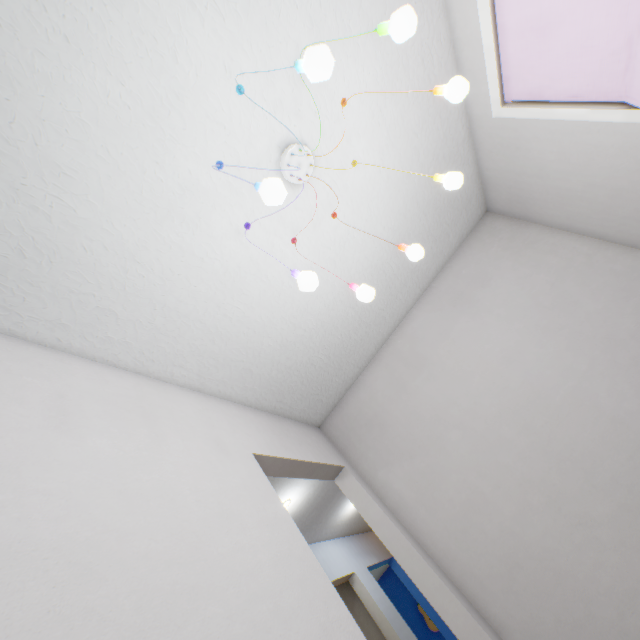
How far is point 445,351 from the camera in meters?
2.2

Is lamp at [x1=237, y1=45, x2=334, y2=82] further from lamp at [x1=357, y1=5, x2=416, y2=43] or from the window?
the window

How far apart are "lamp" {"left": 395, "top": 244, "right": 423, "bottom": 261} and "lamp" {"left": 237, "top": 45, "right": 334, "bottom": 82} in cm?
74

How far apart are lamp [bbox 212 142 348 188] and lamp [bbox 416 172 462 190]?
0.6m

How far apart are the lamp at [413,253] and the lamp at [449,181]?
0.2 meters

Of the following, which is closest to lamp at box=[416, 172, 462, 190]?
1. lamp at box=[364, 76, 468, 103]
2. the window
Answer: lamp at box=[364, 76, 468, 103]

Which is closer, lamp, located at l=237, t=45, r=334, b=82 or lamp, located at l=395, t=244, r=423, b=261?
lamp, located at l=237, t=45, r=334, b=82

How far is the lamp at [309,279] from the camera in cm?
98
